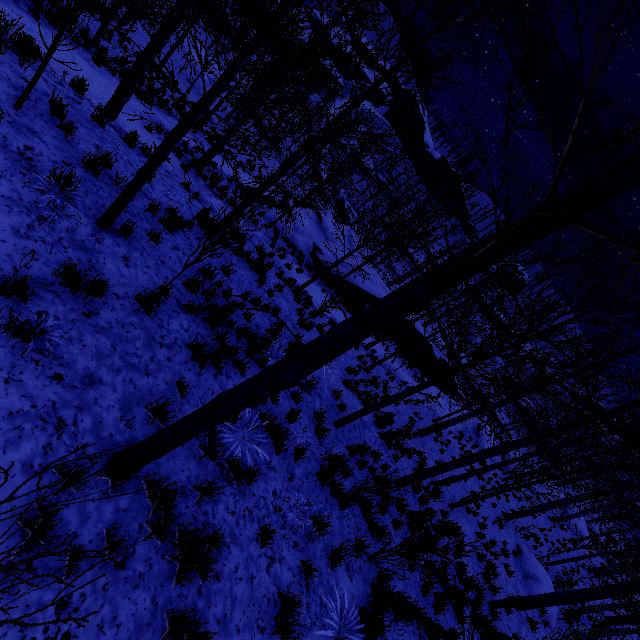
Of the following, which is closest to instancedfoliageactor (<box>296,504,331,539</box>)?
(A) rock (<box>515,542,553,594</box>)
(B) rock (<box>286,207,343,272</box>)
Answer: (A) rock (<box>515,542,553,594</box>)

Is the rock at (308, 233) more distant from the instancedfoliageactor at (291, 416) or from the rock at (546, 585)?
the rock at (546, 585)

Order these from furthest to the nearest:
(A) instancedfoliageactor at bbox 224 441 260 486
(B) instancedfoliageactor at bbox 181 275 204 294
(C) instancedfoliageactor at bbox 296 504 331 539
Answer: (B) instancedfoliageactor at bbox 181 275 204 294 → (C) instancedfoliageactor at bbox 296 504 331 539 → (A) instancedfoliageactor at bbox 224 441 260 486

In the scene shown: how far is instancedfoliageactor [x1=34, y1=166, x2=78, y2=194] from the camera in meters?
4.8

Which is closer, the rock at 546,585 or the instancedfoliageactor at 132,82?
the instancedfoliageactor at 132,82

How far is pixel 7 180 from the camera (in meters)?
4.39

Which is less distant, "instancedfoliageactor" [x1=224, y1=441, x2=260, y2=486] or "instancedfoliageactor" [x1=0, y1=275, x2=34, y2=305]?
"instancedfoliageactor" [x1=0, y1=275, x2=34, y2=305]

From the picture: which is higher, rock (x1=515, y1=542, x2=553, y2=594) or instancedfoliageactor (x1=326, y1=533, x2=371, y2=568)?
instancedfoliageactor (x1=326, y1=533, x2=371, y2=568)
